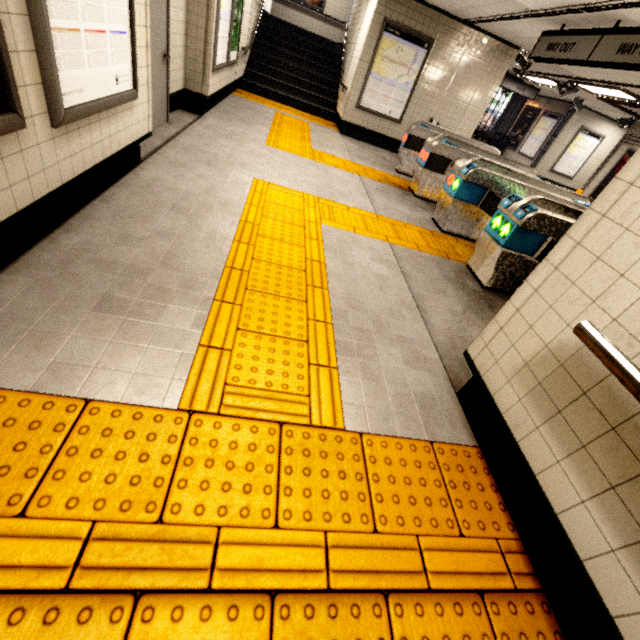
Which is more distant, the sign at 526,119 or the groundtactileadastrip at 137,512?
the sign at 526,119

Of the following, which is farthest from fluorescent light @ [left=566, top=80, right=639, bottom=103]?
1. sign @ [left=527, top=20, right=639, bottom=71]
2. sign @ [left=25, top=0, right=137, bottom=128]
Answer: sign @ [left=25, top=0, right=137, bottom=128]

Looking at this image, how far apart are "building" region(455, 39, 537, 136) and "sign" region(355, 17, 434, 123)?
1.5 meters

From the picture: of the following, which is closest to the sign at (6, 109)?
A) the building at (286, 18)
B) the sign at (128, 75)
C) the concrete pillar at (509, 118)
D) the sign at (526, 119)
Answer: the sign at (128, 75)

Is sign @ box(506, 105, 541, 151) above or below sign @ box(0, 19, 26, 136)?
above

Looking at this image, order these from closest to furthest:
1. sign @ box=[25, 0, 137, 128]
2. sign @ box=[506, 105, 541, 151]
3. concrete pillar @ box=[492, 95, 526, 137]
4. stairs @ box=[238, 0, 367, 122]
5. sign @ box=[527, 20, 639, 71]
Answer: sign @ box=[25, 0, 137, 128], sign @ box=[527, 20, 639, 71], stairs @ box=[238, 0, 367, 122], sign @ box=[506, 105, 541, 151], concrete pillar @ box=[492, 95, 526, 137]

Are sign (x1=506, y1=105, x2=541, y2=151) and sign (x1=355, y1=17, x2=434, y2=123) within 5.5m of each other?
no

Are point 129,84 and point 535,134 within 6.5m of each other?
no
